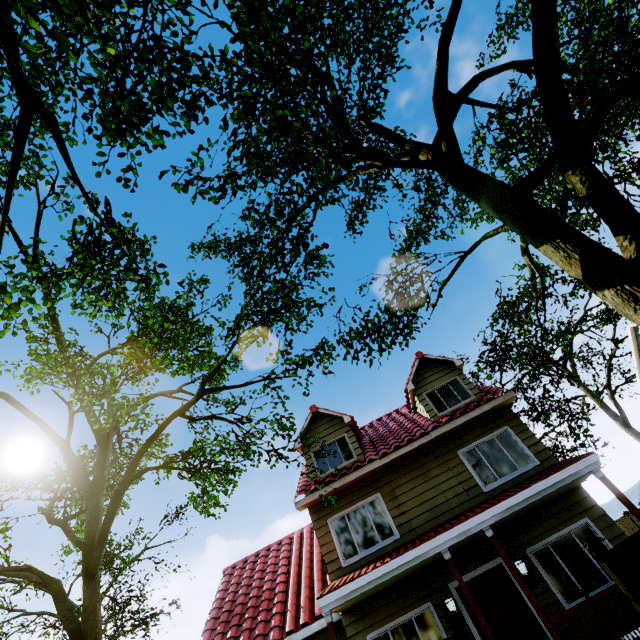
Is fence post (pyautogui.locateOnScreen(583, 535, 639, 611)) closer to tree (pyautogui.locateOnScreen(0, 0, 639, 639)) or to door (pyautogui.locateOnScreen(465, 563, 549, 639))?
tree (pyautogui.locateOnScreen(0, 0, 639, 639))

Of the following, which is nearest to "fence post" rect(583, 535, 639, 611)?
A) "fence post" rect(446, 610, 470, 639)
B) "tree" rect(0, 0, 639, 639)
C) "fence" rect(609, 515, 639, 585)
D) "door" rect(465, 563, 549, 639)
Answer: "fence" rect(609, 515, 639, 585)

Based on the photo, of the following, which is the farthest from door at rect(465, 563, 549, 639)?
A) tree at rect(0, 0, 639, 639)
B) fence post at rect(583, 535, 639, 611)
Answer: fence post at rect(583, 535, 639, 611)

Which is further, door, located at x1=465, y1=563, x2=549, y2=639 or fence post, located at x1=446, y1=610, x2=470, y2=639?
door, located at x1=465, y1=563, x2=549, y2=639

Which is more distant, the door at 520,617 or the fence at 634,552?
the door at 520,617

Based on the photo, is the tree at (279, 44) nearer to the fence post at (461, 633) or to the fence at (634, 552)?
the fence at (634, 552)

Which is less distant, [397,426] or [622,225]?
[622,225]
